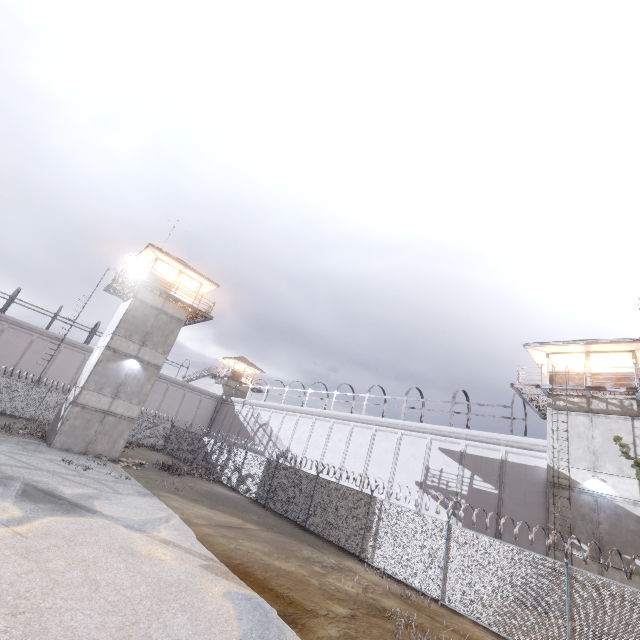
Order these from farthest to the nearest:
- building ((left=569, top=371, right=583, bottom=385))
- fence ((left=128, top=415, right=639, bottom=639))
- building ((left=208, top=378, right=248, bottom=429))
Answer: building ((left=208, top=378, right=248, bottom=429)) < building ((left=569, top=371, right=583, bottom=385)) < fence ((left=128, top=415, right=639, bottom=639))

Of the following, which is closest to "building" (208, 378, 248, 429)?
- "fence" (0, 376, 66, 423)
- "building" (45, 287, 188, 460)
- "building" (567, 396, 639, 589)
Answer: "fence" (0, 376, 66, 423)

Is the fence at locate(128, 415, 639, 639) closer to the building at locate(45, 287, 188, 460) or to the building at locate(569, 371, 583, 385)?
the building at locate(45, 287, 188, 460)

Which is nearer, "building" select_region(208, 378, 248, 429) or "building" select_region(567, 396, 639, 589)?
"building" select_region(567, 396, 639, 589)

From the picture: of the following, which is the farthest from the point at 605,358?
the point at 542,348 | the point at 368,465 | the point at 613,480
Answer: the point at 368,465

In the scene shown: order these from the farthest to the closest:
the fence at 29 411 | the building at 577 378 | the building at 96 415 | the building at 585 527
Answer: the fence at 29 411 < the building at 96 415 < the building at 577 378 < the building at 585 527

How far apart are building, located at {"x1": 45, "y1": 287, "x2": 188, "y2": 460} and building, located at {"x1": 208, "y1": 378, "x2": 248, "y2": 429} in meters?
23.6

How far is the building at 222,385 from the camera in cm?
4647
